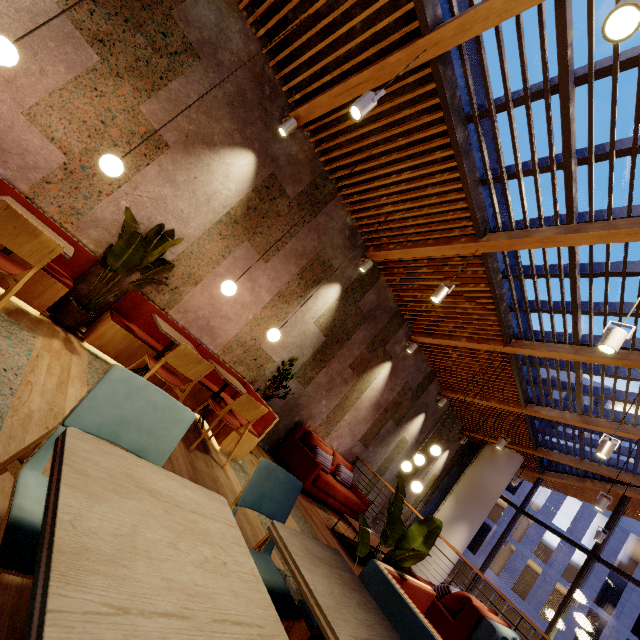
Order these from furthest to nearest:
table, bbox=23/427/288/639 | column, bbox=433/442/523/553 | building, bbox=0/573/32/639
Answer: column, bbox=433/442/523/553 < building, bbox=0/573/32/639 < table, bbox=23/427/288/639

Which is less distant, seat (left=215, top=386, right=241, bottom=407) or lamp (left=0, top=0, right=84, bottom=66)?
lamp (left=0, top=0, right=84, bottom=66)

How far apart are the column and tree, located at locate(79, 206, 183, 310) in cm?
1082

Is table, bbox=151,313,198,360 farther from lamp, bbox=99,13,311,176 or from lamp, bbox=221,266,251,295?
lamp, bbox=99,13,311,176

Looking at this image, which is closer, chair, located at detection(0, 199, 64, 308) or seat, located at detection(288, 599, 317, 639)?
seat, located at detection(288, 599, 317, 639)

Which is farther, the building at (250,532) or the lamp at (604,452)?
the lamp at (604,452)

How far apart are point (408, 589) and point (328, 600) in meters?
1.7

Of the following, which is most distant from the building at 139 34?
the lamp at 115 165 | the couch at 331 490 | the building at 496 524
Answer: the building at 496 524
